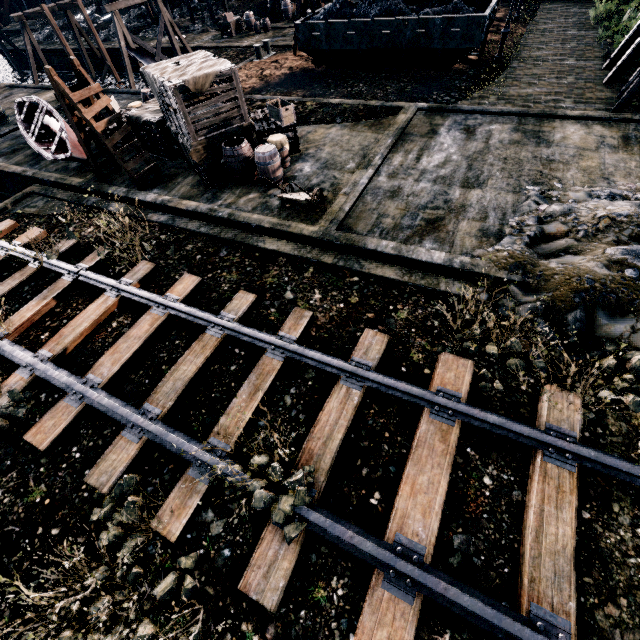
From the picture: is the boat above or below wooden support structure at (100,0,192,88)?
below

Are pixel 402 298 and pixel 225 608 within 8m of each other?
yes

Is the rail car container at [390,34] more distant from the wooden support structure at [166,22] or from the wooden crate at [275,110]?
the wooden support structure at [166,22]

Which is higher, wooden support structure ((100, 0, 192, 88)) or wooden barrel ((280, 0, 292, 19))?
wooden support structure ((100, 0, 192, 88))

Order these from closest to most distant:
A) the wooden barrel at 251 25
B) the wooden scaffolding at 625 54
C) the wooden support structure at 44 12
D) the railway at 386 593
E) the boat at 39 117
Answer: the railway at 386 593 → the wooden scaffolding at 625 54 → the boat at 39 117 → the wooden support structure at 44 12 → the wooden barrel at 251 25

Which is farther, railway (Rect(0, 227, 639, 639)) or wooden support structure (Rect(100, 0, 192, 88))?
wooden support structure (Rect(100, 0, 192, 88))

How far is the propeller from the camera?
21.9m

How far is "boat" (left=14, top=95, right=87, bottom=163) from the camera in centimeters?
1512cm
